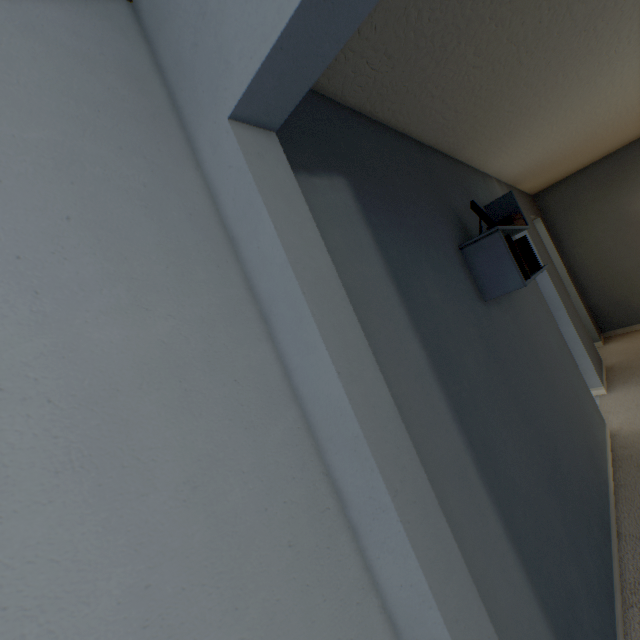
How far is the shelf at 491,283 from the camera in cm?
154

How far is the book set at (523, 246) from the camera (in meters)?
1.62

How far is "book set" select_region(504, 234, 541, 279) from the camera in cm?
162

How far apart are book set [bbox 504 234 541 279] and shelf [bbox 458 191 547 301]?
0.0 meters

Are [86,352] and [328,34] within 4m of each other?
yes

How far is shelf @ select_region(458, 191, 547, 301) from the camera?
1.54m
